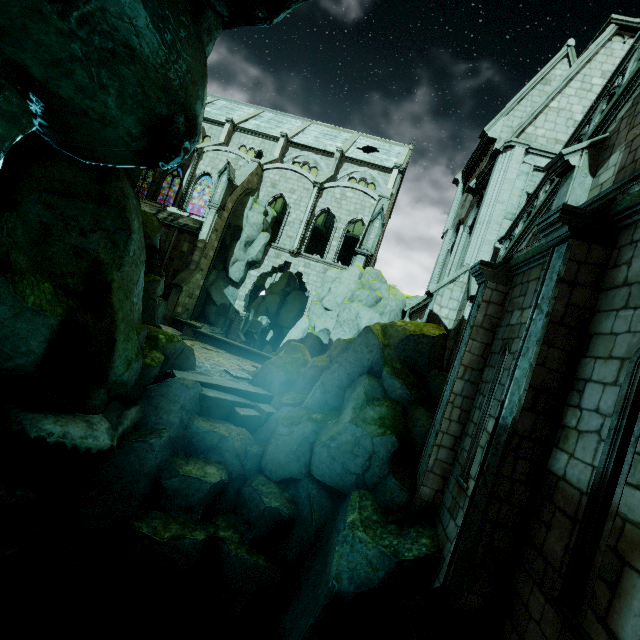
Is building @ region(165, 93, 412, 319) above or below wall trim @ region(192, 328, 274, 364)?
above

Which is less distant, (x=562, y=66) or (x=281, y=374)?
(x=281, y=374)

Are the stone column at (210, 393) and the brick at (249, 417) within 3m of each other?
yes

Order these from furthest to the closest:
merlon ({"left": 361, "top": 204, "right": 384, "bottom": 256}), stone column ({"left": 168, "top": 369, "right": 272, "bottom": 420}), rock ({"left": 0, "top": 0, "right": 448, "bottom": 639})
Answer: merlon ({"left": 361, "top": 204, "right": 384, "bottom": 256}) < stone column ({"left": 168, "top": 369, "right": 272, "bottom": 420}) < rock ({"left": 0, "top": 0, "right": 448, "bottom": 639})

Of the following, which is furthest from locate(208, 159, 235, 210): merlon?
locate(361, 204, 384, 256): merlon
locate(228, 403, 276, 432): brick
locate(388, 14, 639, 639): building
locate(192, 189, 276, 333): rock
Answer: locate(228, 403, 276, 432): brick

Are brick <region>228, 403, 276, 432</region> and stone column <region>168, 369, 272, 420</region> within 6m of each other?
yes

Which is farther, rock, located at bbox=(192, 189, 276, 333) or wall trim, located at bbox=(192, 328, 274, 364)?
rock, located at bbox=(192, 189, 276, 333)

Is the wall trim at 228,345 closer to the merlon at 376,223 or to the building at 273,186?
the building at 273,186
